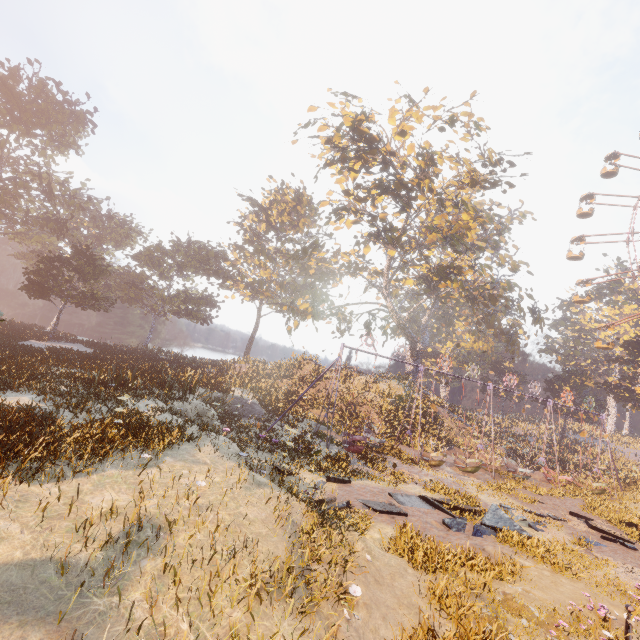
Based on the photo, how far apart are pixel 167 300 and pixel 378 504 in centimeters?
4393cm

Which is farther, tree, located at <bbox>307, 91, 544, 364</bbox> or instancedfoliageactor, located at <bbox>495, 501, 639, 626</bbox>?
tree, located at <bbox>307, 91, 544, 364</bbox>

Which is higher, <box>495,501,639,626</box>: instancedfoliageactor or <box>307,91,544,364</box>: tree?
<box>307,91,544,364</box>: tree

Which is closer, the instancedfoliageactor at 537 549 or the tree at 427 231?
the instancedfoliageactor at 537 549

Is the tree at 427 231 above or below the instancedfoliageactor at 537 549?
above

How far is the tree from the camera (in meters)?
23.92
